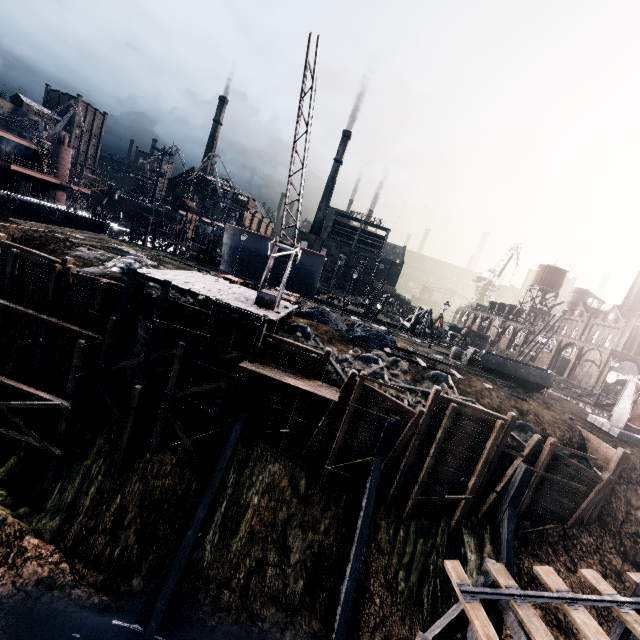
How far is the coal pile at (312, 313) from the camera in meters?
27.7 m

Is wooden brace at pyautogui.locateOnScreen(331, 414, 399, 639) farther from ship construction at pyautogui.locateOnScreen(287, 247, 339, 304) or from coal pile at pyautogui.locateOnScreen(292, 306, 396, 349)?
ship construction at pyautogui.locateOnScreen(287, 247, 339, 304)

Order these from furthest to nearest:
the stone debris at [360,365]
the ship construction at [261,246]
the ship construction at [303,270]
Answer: the ship construction at [261,246]
the ship construction at [303,270]
the stone debris at [360,365]

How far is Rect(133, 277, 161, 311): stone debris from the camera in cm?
2139

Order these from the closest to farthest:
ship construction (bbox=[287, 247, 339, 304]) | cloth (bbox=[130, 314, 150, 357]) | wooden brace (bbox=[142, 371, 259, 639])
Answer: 1. wooden brace (bbox=[142, 371, 259, 639])
2. cloth (bbox=[130, 314, 150, 357])
3. ship construction (bbox=[287, 247, 339, 304])

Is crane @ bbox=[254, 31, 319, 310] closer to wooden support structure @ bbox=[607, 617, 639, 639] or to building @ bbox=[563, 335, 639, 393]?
wooden support structure @ bbox=[607, 617, 639, 639]

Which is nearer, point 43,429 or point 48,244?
point 43,429

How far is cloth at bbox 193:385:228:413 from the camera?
19.6m
